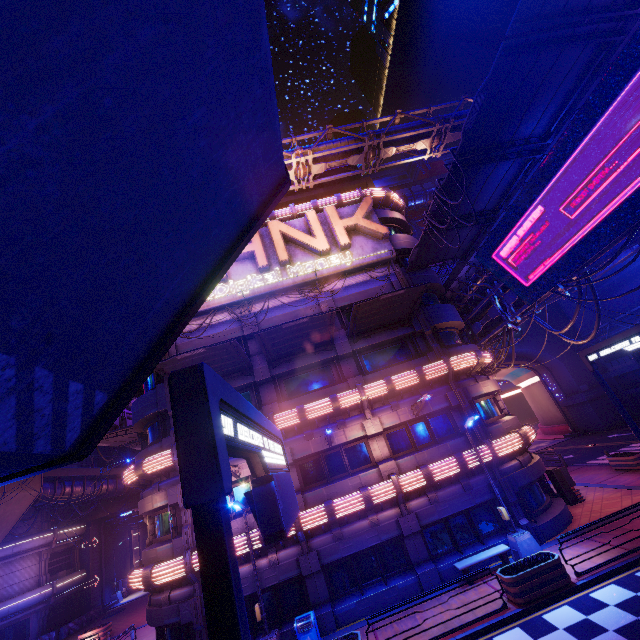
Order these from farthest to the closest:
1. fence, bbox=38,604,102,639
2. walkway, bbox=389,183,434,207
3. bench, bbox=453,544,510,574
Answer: walkway, bbox=389,183,434,207
fence, bbox=38,604,102,639
bench, bbox=453,544,510,574

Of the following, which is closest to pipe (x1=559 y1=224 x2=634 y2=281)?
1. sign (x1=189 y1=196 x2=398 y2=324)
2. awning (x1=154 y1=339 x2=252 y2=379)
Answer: sign (x1=189 y1=196 x2=398 y2=324)

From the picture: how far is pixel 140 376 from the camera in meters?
4.0 m

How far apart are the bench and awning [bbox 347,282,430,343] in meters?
11.3

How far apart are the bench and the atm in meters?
7.1

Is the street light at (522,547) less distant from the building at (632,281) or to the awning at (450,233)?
the awning at (450,233)

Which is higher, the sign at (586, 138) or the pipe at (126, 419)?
the pipe at (126, 419)

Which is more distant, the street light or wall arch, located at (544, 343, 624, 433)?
wall arch, located at (544, 343, 624, 433)
